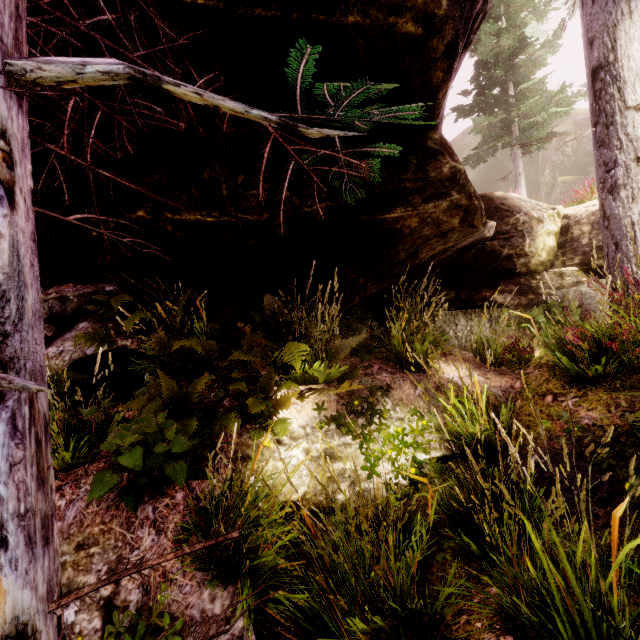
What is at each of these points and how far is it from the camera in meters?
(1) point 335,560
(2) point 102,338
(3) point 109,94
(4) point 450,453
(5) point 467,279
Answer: (1) instancedfoliageactor, 2.6 m
(2) instancedfoliageactor, 4.1 m
(3) rock, 3.2 m
(4) rock, 3.9 m
(5) rock, 6.6 m

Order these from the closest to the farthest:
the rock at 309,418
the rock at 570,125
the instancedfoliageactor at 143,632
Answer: the instancedfoliageactor at 143,632 → the rock at 309,418 → the rock at 570,125

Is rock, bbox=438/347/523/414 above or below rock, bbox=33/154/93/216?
below

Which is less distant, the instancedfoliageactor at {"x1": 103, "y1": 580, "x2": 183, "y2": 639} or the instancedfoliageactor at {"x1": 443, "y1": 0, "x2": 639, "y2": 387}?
the instancedfoliageactor at {"x1": 103, "y1": 580, "x2": 183, "y2": 639}

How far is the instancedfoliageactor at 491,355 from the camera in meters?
2.1

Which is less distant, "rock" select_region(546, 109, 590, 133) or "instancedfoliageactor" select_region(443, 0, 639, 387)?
"instancedfoliageactor" select_region(443, 0, 639, 387)

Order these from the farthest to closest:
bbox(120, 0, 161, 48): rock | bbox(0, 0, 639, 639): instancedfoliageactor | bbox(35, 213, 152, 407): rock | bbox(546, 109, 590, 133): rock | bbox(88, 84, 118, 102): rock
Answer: bbox(546, 109, 590, 133): rock, bbox(35, 213, 152, 407): rock, bbox(88, 84, 118, 102): rock, bbox(120, 0, 161, 48): rock, bbox(0, 0, 639, 639): instancedfoliageactor

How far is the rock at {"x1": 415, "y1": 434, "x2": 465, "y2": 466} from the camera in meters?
3.9 m
